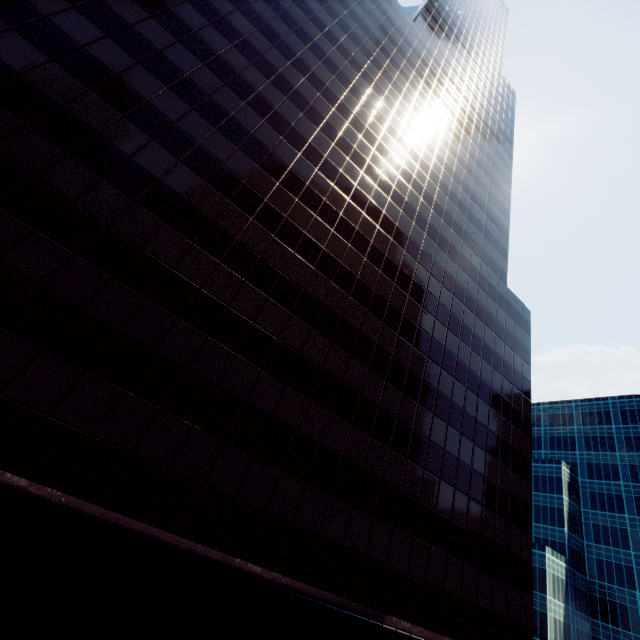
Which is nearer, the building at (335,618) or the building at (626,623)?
the building at (335,618)

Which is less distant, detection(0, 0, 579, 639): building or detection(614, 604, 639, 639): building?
detection(0, 0, 579, 639): building

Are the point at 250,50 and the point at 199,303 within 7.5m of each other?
no
